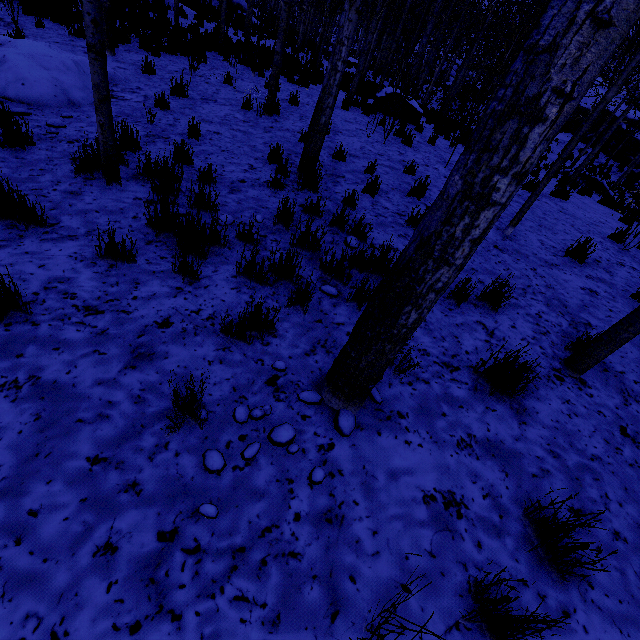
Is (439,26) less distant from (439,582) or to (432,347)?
(432,347)

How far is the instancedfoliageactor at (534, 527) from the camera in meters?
1.7 m

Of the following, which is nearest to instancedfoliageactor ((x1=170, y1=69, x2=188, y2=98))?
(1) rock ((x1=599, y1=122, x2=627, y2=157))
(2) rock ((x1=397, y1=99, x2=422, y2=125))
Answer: (1) rock ((x1=599, y1=122, x2=627, y2=157))

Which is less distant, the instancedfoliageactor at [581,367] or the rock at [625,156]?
the instancedfoliageactor at [581,367]

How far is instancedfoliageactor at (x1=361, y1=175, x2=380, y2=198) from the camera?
5.16m

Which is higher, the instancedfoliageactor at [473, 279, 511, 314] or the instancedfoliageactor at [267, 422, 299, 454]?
the instancedfoliageactor at [473, 279, 511, 314]
